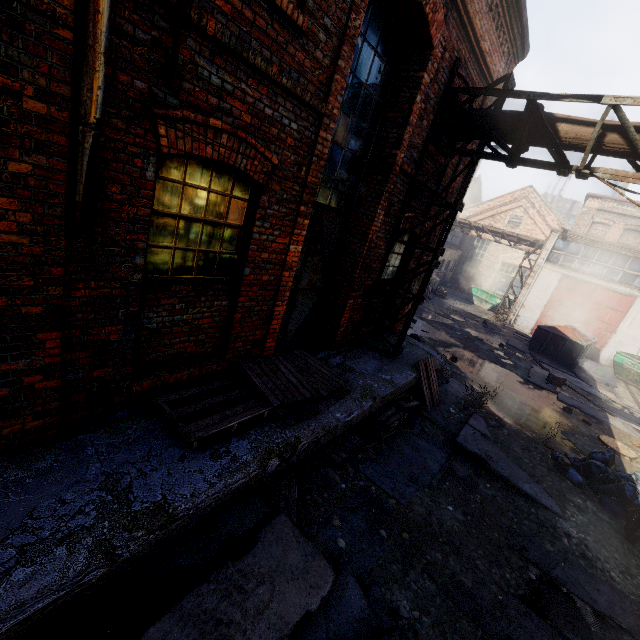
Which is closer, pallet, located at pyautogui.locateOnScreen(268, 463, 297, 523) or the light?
the light

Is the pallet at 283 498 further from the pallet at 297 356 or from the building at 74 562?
the pallet at 297 356

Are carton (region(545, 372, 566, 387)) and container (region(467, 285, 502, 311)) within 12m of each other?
no

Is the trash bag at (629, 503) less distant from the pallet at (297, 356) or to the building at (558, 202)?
the pallet at (297, 356)

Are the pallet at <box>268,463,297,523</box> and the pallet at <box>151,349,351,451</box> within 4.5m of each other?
yes

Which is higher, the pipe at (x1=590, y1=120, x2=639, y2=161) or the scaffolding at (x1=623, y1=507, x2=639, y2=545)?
the pipe at (x1=590, y1=120, x2=639, y2=161)

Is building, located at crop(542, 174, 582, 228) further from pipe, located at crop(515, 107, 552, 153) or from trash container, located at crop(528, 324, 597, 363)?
pipe, located at crop(515, 107, 552, 153)

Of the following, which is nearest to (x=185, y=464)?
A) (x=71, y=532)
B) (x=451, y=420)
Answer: (x=71, y=532)
